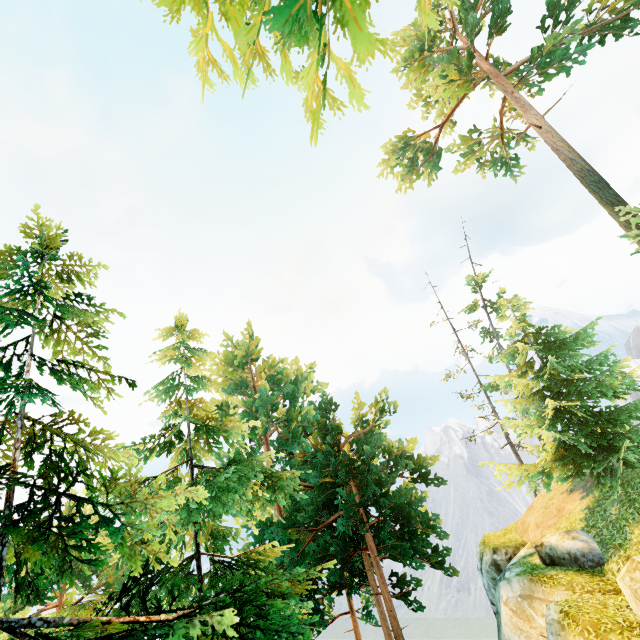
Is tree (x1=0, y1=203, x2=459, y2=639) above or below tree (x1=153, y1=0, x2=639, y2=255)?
below

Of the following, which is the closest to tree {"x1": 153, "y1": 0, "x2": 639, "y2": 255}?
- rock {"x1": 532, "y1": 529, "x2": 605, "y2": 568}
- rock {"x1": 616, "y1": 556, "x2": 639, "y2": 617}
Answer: rock {"x1": 532, "y1": 529, "x2": 605, "y2": 568}

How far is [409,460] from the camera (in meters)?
19.19

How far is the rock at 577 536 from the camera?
11.37m

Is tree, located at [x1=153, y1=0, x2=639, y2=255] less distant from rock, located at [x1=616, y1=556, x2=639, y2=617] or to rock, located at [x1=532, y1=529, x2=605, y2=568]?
rock, located at [x1=532, y1=529, x2=605, y2=568]

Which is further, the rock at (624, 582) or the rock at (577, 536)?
the rock at (577, 536)
